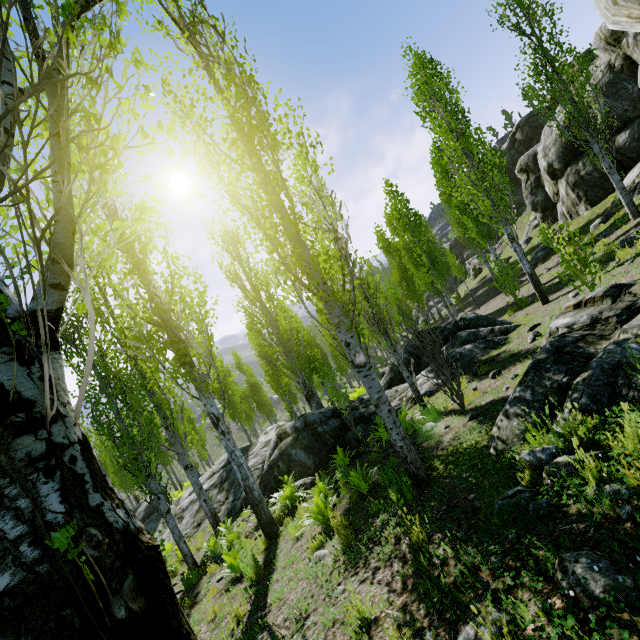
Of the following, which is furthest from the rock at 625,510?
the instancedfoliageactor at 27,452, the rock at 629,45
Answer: the rock at 629,45

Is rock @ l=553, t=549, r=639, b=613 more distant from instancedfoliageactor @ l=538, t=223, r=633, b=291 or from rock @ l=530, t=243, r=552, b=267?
rock @ l=530, t=243, r=552, b=267

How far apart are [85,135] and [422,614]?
3.8 meters

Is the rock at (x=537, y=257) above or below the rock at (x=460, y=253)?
below

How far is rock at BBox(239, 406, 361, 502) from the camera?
10.9 meters

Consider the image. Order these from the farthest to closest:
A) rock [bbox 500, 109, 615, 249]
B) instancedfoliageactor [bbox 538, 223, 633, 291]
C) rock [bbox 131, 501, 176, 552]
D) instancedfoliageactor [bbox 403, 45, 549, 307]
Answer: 1. rock [bbox 500, 109, 615, 249]
2. rock [bbox 131, 501, 176, 552]
3. instancedfoliageactor [bbox 403, 45, 549, 307]
4. instancedfoliageactor [bbox 538, 223, 633, 291]

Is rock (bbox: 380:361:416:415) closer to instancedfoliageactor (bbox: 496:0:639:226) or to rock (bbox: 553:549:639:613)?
rock (bbox: 553:549:639:613)
